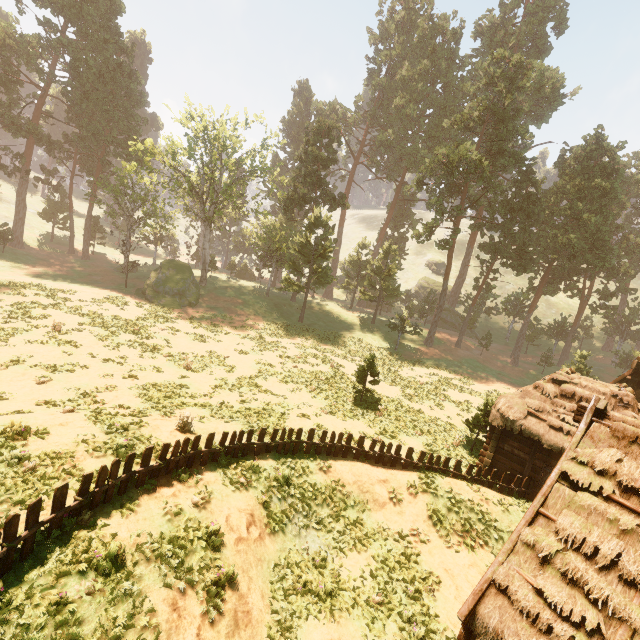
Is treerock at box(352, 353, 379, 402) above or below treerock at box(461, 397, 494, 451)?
above

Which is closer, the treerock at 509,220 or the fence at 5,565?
the fence at 5,565

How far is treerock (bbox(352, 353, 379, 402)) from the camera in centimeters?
2186cm

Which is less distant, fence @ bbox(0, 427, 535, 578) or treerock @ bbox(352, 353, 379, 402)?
fence @ bbox(0, 427, 535, 578)

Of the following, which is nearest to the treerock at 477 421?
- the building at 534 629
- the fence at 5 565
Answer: the building at 534 629

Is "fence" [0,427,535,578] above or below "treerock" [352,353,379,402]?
below

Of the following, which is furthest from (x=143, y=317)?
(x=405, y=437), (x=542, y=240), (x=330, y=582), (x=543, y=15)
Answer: (x=543, y=15)

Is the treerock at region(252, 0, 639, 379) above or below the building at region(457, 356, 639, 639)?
above
